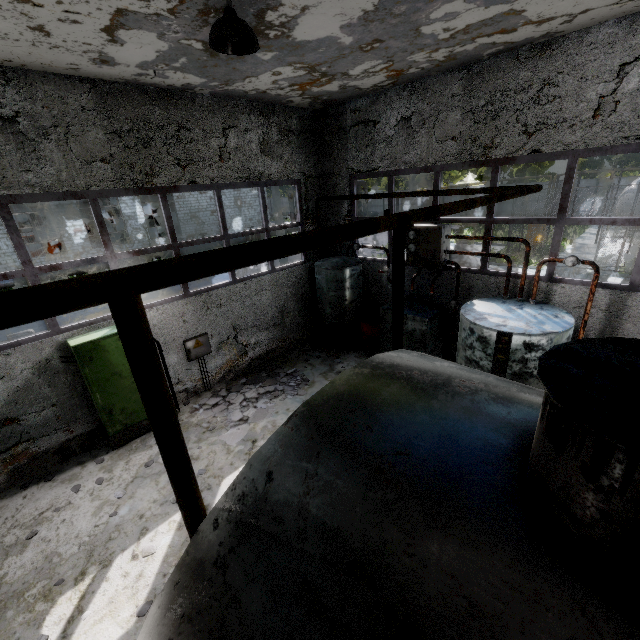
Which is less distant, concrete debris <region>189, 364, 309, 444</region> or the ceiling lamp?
the ceiling lamp

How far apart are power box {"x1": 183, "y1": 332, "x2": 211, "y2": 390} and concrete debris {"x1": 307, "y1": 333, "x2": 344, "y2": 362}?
3.2m

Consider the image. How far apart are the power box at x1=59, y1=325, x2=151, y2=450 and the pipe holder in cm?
540

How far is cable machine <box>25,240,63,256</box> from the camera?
25.2m

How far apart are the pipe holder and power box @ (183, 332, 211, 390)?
5.77m

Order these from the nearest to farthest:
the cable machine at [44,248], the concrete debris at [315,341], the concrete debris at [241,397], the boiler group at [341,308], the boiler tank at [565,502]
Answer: the boiler tank at [565,502] → the concrete debris at [241,397] → the boiler group at [341,308] → the concrete debris at [315,341] → the cable machine at [44,248]

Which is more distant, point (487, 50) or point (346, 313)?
point (346, 313)

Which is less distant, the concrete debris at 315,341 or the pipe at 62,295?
the pipe at 62,295
